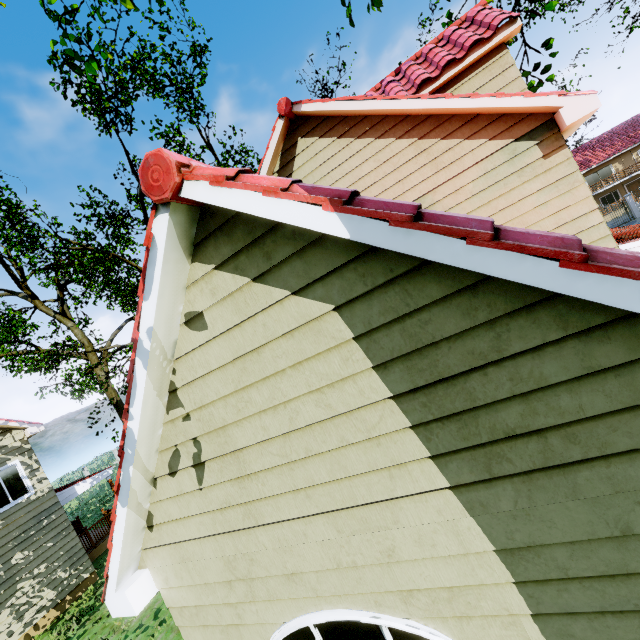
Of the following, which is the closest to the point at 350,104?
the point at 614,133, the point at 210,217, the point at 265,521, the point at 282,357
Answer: the point at 210,217
